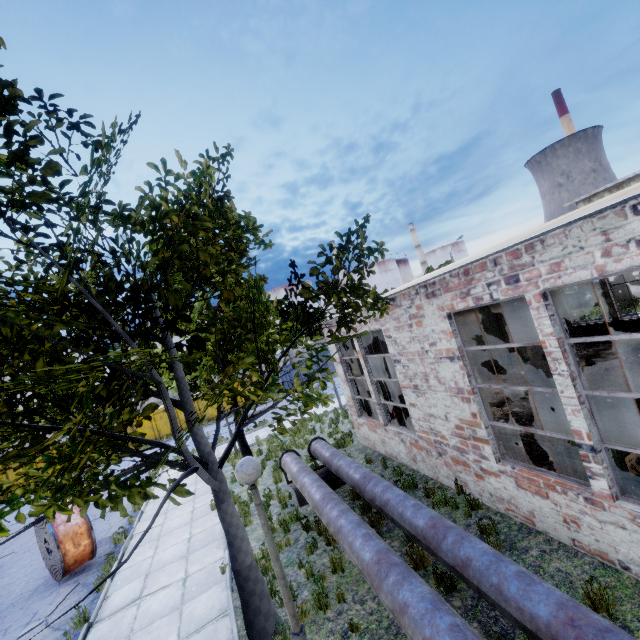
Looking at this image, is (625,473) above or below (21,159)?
below

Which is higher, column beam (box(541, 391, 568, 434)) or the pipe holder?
column beam (box(541, 391, 568, 434))

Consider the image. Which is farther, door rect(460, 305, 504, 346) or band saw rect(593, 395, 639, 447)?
door rect(460, 305, 504, 346)

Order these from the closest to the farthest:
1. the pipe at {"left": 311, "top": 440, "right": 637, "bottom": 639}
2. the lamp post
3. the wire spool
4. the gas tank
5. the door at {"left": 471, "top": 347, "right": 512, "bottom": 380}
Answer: the pipe at {"left": 311, "top": 440, "right": 637, "bottom": 639} → the lamp post → the wire spool → the gas tank → the door at {"left": 471, "top": 347, "right": 512, "bottom": 380}

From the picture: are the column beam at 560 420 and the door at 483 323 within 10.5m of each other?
yes

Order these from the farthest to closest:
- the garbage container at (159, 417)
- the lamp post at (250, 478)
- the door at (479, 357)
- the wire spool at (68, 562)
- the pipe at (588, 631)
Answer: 1. the garbage container at (159, 417)
2. the door at (479, 357)
3. the wire spool at (68, 562)
4. the lamp post at (250, 478)
5. the pipe at (588, 631)

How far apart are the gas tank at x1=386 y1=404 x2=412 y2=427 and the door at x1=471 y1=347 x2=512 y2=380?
4.7 meters

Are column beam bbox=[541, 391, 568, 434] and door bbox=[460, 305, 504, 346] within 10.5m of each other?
yes
